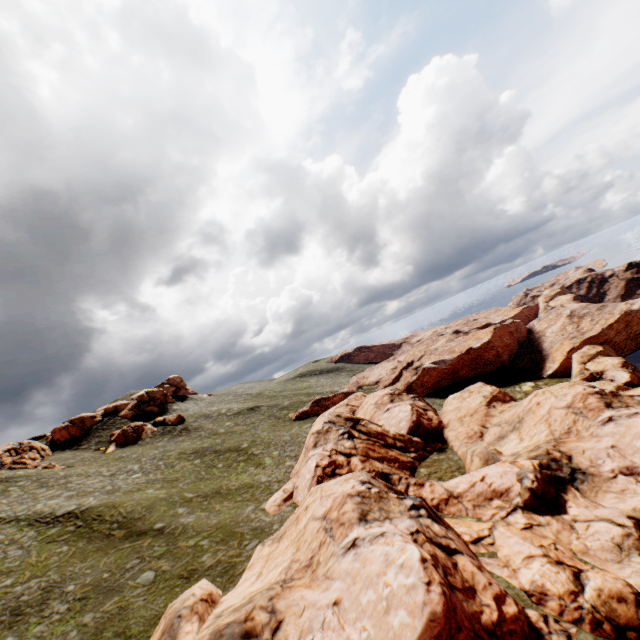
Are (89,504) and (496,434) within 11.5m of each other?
no

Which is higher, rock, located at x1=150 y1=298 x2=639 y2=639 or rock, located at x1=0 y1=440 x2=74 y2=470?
rock, located at x1=0 y1=440 x2=74 y2=470

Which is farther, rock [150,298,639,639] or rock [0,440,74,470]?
rock [0,440,74,470]

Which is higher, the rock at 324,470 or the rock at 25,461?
the rock at 25,461

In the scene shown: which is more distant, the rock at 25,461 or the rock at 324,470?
the rock at 25,461
